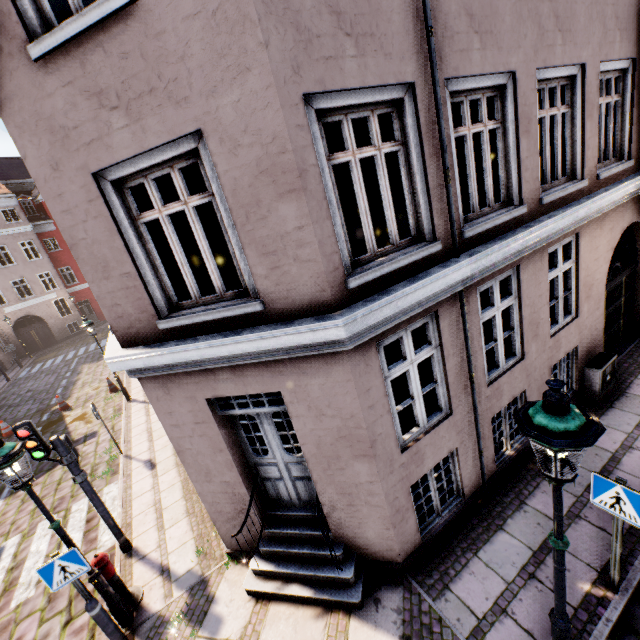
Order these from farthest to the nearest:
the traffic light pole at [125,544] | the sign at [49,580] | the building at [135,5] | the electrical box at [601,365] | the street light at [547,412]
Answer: the electrical box at [601,365]
the traffic light pole at [125,544]
the sign at [49,580]
the building at [135,5]
the street light at [547,412]

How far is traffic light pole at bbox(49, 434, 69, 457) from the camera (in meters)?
5.76

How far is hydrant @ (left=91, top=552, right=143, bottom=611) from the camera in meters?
5.3

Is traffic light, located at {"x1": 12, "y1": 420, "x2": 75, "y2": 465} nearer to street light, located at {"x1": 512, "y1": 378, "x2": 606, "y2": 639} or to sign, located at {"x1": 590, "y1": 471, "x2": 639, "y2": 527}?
street light, located at {"x1": 512, "y1": 378, "x2": 606, "y2": 639}

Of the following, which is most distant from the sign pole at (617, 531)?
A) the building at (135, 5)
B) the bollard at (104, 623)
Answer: the bollard at (104, 623)

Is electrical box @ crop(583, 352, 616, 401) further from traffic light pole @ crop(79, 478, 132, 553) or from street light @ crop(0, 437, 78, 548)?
traffic light pole @ crop(79, 478, 132, 553)

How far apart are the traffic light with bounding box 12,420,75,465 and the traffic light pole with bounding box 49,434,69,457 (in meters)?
0.00

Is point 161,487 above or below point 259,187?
below
